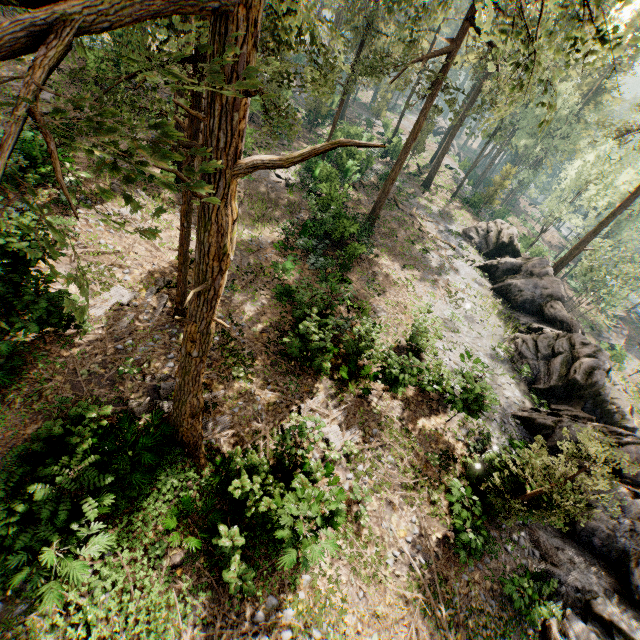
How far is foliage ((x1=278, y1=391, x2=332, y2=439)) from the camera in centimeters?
1145cm

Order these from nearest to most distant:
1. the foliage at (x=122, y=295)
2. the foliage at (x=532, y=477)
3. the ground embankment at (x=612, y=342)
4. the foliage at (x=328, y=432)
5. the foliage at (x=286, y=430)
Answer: the foliage at (x=122, y=295)
the foliage at (x=532, y=477)
the foliage at (x=286, y=430)
the foliage at (x=328, y=432)
the ground embankment at (x=612, y=342)

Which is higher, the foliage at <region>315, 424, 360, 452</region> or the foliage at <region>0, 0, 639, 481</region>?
the foliage at <region>0, 0, 639, 481</region>

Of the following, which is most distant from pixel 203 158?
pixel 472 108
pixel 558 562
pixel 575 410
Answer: pixel 472 108

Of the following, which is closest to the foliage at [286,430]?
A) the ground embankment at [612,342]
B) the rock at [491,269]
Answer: the rock at [491,269]

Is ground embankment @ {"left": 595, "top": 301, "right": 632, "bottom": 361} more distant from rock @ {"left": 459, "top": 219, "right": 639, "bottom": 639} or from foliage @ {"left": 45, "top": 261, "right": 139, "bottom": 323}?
rock @ {"left": 459, "top": 219, "right": 639, "bottom": 639}
